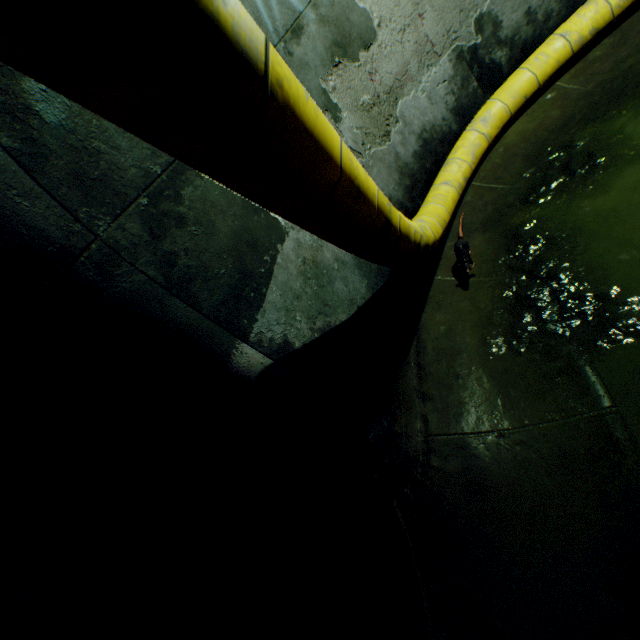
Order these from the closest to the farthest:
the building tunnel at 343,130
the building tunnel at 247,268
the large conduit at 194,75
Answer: the large conduit at 194,75, the building tunnel at 247,268, the building tunnel at 343,130

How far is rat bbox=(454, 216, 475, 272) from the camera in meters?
3.5 m

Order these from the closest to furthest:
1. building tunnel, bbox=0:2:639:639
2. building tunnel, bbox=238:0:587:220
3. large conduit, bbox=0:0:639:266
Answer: large conduit, bbox=0:0:639:266 < building tunnel, bbox=0:2:639:639 < building tunnel, bbox=238:0:587:220

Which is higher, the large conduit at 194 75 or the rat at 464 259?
the large conduit at 194 75

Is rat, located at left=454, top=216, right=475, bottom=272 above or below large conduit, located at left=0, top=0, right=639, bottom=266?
below

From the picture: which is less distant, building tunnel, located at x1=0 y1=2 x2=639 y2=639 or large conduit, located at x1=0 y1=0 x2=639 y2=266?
large conduit, located at x1=0 y1=0 x2=639 y2=266

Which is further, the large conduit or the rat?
the rat

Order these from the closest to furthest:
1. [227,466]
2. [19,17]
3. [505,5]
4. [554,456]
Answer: [19,17] → [554,456] → [227,466] → [505,5]
